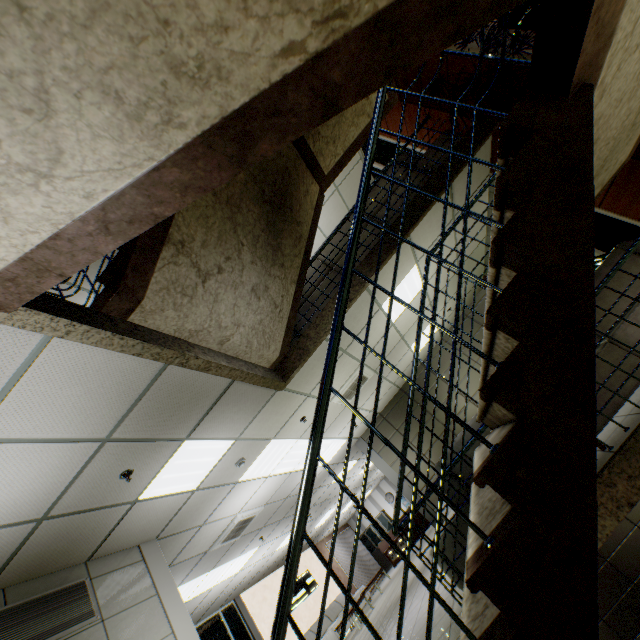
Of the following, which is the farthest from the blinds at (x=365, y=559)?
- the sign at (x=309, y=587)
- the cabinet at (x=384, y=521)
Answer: the sign at (x=309, y=587)

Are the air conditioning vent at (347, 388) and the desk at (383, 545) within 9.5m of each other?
no

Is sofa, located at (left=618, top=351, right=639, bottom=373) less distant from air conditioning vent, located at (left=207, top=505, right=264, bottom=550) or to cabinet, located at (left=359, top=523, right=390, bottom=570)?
air conditioning vent, located at (left=207, top=505, right=264, bottom=550)

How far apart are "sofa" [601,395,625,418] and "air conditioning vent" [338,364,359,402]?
2.7 meters

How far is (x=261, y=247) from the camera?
4.2m

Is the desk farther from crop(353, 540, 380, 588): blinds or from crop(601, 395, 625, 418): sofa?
crop(601, 395, 625, 418): sofa

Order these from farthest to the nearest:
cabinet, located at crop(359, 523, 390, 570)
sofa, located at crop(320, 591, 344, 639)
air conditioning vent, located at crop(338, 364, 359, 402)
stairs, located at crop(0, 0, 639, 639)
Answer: cabinet, located at crop(359, 523, 390, 570) → sofa, located at crop(320, 591, 344, 639) → air conditioning vent, located at crop(338, 364, 359, 402) → stairs, located at crop(0, 0, 639, 639)
